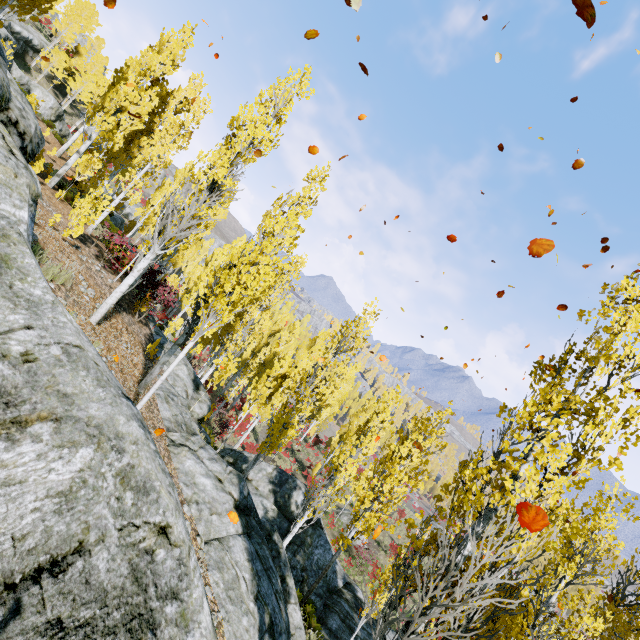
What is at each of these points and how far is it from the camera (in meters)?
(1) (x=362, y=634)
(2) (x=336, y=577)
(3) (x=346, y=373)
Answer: (1) rock, 12.67
(2) rock, 14.59
(3) instancedfoliageactor, 15.41

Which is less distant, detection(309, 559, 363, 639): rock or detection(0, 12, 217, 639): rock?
detection(0, 12, 217, 639): rock

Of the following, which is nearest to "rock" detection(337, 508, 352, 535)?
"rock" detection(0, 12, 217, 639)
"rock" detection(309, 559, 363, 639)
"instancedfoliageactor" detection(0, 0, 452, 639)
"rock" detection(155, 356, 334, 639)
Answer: "instancedfoliageactor" detection(0, 0, 452, 639)

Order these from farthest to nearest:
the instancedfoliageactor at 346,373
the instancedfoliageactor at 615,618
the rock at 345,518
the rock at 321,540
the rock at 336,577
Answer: the rock at 345,518 → the rock at 336,577 → the instancedfoliageactor at 346,373 → the rock at 321,540 → the instancedfoliageactor at 615,618

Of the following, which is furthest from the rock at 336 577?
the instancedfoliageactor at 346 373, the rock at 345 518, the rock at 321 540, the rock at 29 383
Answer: the rock at 345 518

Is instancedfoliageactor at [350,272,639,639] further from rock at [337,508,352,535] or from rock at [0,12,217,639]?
rock at [337,508,352,535]

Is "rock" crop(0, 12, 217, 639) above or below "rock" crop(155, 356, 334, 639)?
above

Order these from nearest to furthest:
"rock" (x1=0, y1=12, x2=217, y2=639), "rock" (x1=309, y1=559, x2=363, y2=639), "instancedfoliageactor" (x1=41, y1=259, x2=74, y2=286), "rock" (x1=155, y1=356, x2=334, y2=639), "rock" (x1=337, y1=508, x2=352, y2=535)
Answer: "rock" (x1=0, y1=12, x2=217, y2=639), "rock" (x1=155, y1=356, x2=334, y2=639), "instancedfoliageactor" (x1=41, y1=259, x2=74, y2=286), "rock" (x1=309, y1=559, x2=363, y2=639), "rock" (x1=337, y1=508, x2=352, y2=535)
